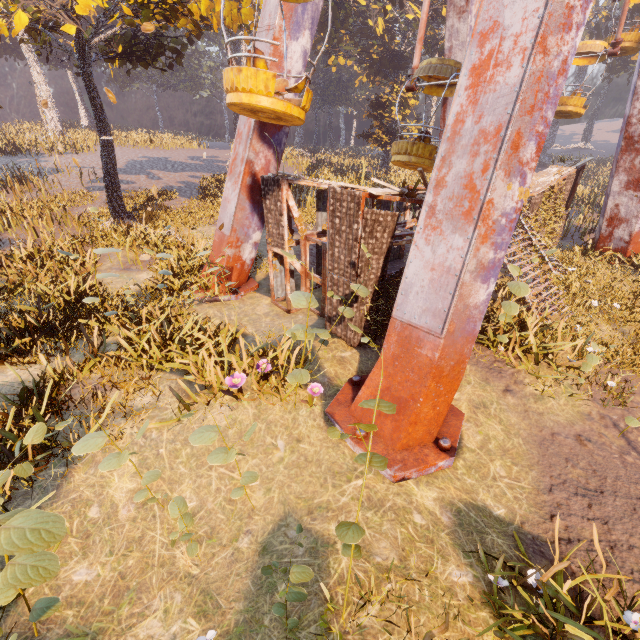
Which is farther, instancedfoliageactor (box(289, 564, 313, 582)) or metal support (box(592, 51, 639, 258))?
metal support (box(592, 51, 639, 258))

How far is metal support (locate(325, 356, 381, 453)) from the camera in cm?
590

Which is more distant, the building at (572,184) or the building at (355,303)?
the building at (572,184)

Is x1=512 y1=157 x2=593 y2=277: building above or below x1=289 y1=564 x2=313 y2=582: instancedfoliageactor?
above

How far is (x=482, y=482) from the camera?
5.6m

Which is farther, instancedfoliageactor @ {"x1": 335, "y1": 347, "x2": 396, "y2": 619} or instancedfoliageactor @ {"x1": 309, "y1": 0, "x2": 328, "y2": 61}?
instancedfoliageactor @ {"x1": 309, "y1": 0, "x2": 328, "y2": 61}

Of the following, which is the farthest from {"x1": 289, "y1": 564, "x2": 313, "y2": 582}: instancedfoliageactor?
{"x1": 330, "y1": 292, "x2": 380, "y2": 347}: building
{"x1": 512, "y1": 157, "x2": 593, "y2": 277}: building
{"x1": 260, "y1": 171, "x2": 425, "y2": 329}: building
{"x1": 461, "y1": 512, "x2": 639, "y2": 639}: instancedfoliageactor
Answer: {"x1": 461, "y1": 512, "x2": 639, "y2": 639}: instancedfoliageactor

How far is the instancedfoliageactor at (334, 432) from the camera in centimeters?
324cm
